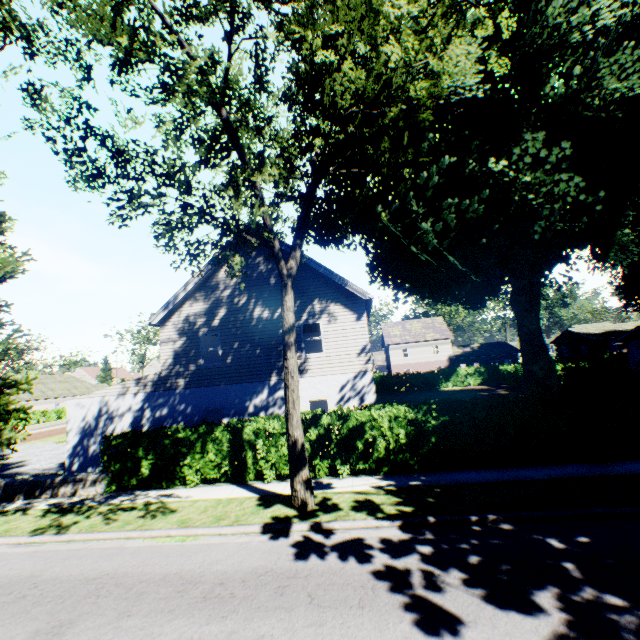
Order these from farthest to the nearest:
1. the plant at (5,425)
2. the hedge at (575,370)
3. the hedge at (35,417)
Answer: the hedge at (35,417)
the plant at (5,425)
the hedge at (575,370)

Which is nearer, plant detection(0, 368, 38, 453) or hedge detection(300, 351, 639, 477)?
hedge detection(300, 351, 639, 477)

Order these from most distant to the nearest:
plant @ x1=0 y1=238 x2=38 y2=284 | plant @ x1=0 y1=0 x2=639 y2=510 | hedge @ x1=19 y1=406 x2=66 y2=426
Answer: hedge @ x1=19 y1=406 x2=66 y2=426 → plant @ x1=0 y1=238 x2=38 y2=284 → plant @ x1=0 y1=0 x2=639 y2=510

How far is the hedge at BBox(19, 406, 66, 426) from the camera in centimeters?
4340cm

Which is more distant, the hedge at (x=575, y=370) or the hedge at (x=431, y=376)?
the hedge at (x=431, y=376)

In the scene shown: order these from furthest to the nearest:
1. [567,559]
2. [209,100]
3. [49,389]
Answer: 1. [49,389]
2. [209,100]
3. [567,559]
